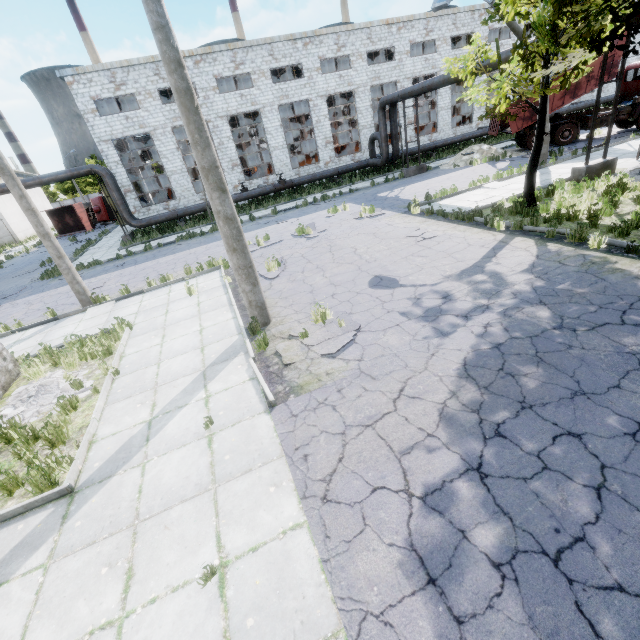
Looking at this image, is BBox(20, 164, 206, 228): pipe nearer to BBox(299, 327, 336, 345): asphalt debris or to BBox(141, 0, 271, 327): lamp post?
BBox(141, 0, 271, 327): lamp post

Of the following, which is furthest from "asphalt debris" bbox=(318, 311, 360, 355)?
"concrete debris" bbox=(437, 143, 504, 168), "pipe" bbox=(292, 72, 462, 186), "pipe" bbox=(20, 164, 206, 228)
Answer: "pipe" bbox=(20, 164, 206, 228)

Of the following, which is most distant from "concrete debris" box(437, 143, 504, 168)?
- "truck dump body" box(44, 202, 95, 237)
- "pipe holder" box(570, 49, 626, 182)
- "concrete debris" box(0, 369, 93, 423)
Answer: "truck dump body" box(44, 202, 95, 237)

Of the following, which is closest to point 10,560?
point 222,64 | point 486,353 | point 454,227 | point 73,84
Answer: point 486,353

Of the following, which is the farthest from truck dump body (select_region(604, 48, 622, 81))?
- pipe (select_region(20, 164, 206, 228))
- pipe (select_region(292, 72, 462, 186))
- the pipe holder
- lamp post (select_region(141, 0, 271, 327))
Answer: lamp post (select_region(141, 0, 271, 327))

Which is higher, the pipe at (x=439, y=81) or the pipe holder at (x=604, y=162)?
the pipe at (x=439, y=81)

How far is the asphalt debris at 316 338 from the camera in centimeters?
676cm

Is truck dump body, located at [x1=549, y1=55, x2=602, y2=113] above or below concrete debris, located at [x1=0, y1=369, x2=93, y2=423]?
above
